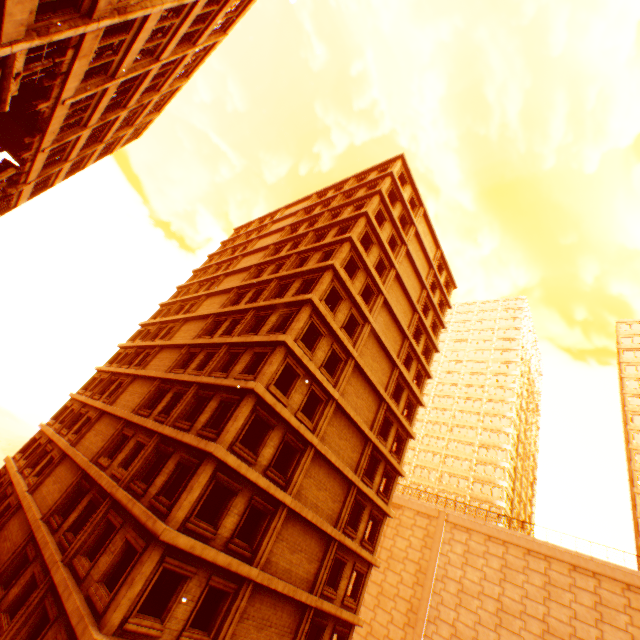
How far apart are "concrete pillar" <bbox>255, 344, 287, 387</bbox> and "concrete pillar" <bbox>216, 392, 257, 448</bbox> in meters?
0.4 m

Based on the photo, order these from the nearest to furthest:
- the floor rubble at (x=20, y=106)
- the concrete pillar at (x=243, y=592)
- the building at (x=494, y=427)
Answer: the concrete pillar at (x=243, y=592), the floor rubble at (x=20, y=106), the building at (x=494, y=427)

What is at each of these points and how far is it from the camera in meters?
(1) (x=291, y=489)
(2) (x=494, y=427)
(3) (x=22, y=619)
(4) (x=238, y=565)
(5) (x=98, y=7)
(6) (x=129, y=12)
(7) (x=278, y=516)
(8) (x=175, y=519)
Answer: (1) concrete pillar, 16.0 m
(2) building, 55.8 m
(3) concrete pillar, 12.1 m
(4) wall corner piece, 13.3 m
(5) wall corner piece, 9.8 m
(6) pillar, 11.1 m
(7) concrete pillar, 15.3 m
(8) concrete pillar, 11.9 m

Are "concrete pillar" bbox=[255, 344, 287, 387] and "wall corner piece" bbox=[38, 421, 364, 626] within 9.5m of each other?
yes

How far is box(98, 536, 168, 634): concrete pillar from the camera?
10.2m

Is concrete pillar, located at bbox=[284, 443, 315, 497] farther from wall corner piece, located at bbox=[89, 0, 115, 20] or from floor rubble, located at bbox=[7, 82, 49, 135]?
floor rubble, located at bbox=[7, 82, 49, 135]

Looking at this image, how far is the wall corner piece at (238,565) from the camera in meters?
11.7

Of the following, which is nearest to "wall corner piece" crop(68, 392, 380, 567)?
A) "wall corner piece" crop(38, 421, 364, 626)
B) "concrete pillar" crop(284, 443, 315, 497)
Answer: "concrete pillar" crop(284, 443, 315, 497)
